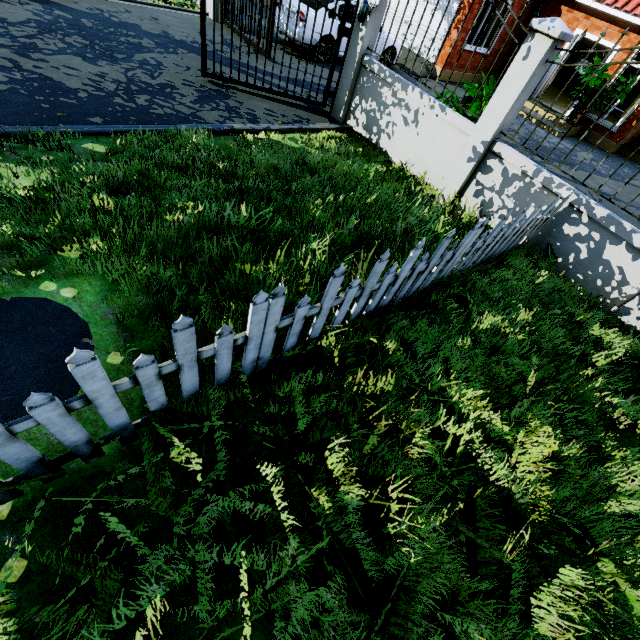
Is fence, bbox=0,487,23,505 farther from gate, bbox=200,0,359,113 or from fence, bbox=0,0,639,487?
gate, bbox=200,0,359,113

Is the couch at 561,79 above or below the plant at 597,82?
below

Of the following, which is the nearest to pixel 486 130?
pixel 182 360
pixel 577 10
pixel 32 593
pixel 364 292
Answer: pixel 364 292

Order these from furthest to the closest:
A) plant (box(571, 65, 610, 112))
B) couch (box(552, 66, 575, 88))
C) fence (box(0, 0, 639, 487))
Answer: couch (box(552, 66, 575, 88)) < plant (box(571, 65, 610, 112)) < fence (box(0, 0, 639, 487))

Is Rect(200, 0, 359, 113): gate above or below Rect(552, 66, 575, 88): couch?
above

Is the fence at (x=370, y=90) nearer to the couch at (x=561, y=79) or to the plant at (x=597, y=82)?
the plant at (x=597, y=82)

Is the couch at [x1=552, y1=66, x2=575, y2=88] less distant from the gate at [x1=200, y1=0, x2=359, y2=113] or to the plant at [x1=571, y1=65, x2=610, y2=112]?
the plant at [x1=571, y1=65, x2=610, y2=112]

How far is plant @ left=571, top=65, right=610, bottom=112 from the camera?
10.7 meters
